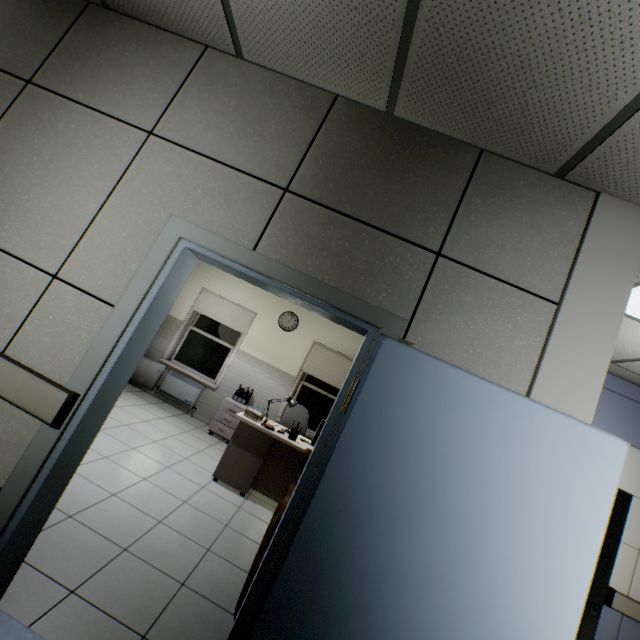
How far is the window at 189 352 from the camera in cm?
674

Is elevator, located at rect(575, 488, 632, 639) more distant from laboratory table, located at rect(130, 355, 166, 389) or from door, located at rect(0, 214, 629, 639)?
laboratory table, located at rect(130, 355, 166, 389)

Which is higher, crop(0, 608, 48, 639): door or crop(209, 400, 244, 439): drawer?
crop(209, 400, 244, 439): drawer

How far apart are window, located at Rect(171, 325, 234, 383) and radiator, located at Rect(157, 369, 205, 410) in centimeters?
16cm

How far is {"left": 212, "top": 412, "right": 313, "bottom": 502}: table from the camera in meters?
4.1

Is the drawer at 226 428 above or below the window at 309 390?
below

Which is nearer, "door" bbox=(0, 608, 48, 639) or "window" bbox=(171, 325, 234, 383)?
"door" bbox=(0, 608, 48, 639)

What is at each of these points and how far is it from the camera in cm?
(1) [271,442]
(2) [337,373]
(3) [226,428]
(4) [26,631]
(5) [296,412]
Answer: (1) table, 419
(2) blinds, 648
(3) drawer, 582
(4) door, 156
(5) chair, 570
